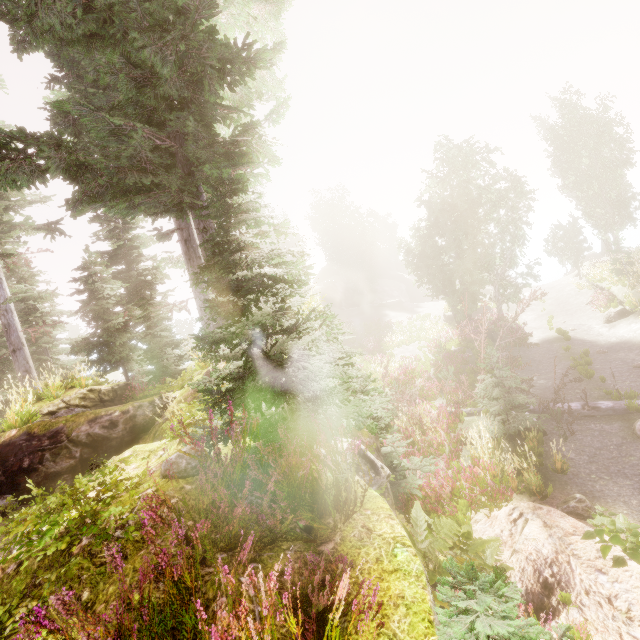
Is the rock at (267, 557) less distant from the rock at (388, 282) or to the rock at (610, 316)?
the rock at (610, 316)

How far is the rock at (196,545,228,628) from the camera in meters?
2.1 m

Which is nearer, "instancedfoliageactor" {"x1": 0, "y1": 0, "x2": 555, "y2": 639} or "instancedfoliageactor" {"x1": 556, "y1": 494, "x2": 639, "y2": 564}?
"instancedfoliageactor" {"x1": 0, "y1": 0, "x2": 555, "y2": 639}

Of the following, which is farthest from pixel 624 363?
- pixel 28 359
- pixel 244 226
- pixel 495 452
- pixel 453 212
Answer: pixel 244 226

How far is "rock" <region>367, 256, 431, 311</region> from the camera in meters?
40.5 m

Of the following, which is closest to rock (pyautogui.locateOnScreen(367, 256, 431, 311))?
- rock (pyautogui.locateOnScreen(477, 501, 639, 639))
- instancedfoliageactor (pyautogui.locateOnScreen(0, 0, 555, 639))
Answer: instancedfoliageactor (pyautogui.locateOnScreen(0, 0, 555, 639))

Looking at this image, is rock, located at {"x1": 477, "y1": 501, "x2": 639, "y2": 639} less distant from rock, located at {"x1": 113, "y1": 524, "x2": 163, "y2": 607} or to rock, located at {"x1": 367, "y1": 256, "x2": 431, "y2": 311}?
rock, located at {"x1": 113, "y1": 524, "x2": 163, "y2": 607}

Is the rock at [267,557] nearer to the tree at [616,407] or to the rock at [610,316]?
the tree at [616,407]
